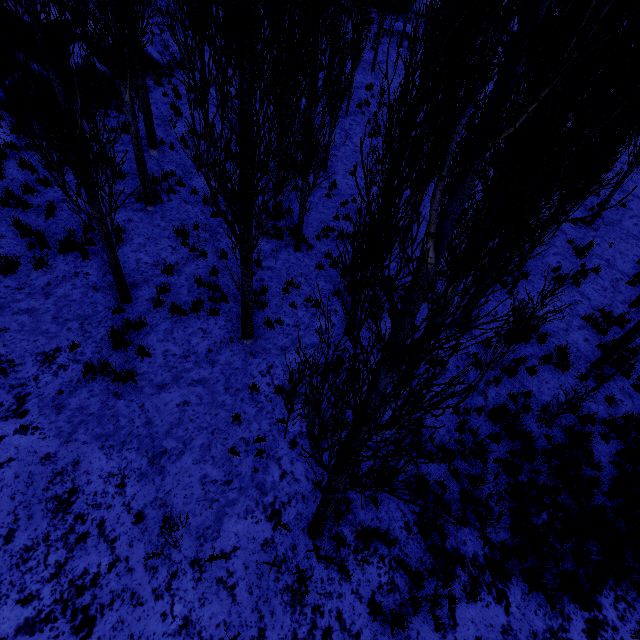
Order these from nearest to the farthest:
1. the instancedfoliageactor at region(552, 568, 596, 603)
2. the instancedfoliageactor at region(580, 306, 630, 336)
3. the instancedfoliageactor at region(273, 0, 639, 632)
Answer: the instancedfoliageactor at region(273, 0, 639, 632)
the instancedfoliageactor at region(552, 568, 596, 603)
the instancedfoliageactor at region(580, 306, 630, 336)

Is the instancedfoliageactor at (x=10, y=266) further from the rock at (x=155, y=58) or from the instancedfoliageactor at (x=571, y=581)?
the instancedfoliageactor at (x=571, y=581)

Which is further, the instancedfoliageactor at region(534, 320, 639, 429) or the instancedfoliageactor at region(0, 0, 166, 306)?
the instancedfoliageactor at region(534, 320, 639, 429)

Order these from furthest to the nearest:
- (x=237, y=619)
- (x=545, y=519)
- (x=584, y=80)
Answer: (x=545, y=519)
(x=237, y=619)
(x=584, y=80)

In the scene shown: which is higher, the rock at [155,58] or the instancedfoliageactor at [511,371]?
the rock at [155,58]

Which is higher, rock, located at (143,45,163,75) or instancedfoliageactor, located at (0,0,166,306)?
rock, located at (143,45,163,75)
